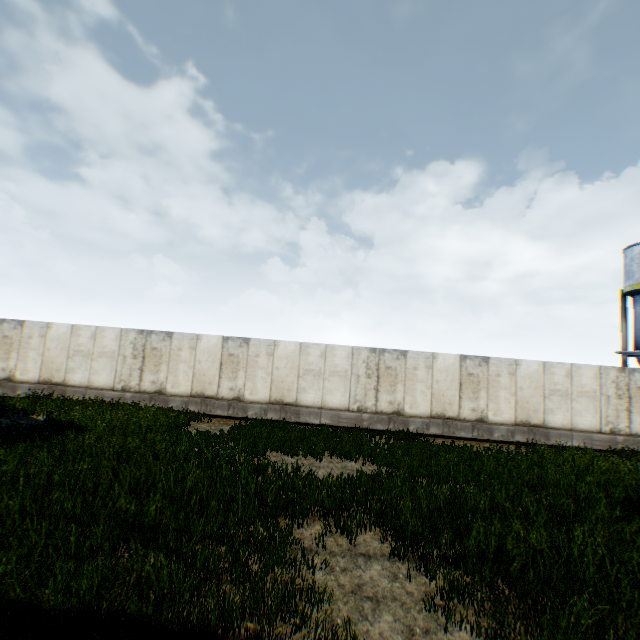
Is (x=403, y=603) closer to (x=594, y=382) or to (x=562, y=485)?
(x=562, y=485)
